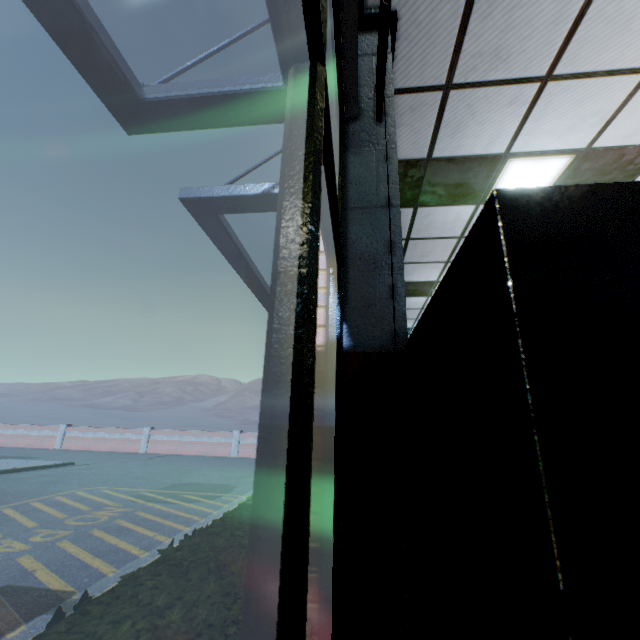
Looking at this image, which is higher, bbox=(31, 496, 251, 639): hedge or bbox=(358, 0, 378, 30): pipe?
bbox=(358, 0, 378, 30): pipe

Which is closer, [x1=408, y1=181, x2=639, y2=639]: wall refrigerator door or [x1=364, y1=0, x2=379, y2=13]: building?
[x1=408, y1=181, x2=639, y2=639]: wall refrigerator door

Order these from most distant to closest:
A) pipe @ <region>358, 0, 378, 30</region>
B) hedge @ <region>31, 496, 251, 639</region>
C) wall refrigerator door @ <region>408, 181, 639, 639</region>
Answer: pipe @ <region>358, 0, 378, 30</region>, hedge @ <region>31, 496, 251, 639</region>, wall refrigerator door @ <region>408, 181, 639, 639</region>

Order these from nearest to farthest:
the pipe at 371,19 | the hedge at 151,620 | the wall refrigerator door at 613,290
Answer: the wall refrigerator door at 613,290
the hedge at 151,620
the pipe at 371,19

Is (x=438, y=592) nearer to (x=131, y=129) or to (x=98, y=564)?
(x=131, y=129)

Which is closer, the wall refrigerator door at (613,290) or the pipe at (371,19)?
the wall refrigerator door at (613,290)

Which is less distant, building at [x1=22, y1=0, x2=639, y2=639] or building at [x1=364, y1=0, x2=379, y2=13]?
building at [x1=22, y1=0, x2=639, y2=639]

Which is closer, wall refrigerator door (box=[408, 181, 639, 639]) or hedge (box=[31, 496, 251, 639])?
wall refrigerator door (box=[408, 181, 639, 639])
